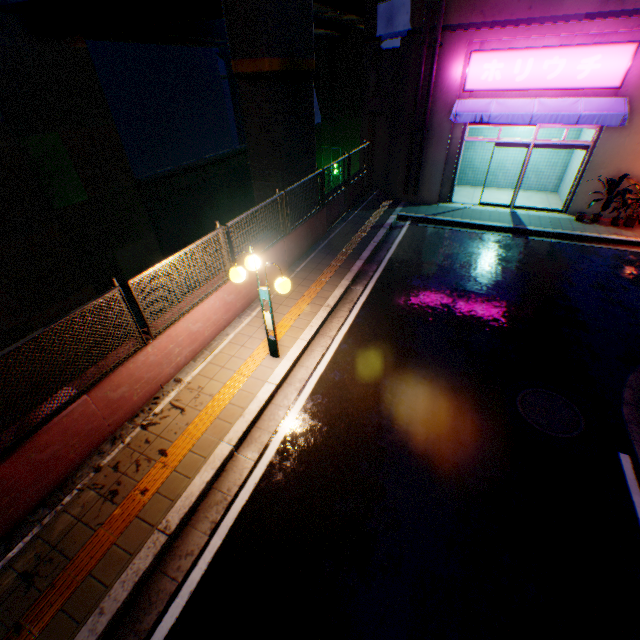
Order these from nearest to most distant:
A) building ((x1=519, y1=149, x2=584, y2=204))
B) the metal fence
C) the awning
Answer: the metal fence, the awning, building ((x1=519, y1=149, x2=584, y2=204))

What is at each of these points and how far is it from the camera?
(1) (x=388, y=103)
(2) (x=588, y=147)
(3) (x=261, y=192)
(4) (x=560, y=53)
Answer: (1) building, 13.3 meters
(2) door, 11.3 meters
(3) overpass support, 12.0 meters
(4) sign, 10.0 meters

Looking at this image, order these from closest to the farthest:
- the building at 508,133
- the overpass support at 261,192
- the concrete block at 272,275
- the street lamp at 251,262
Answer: the street lamp at 251,262
the concrete block at 272,275
the overpass support at 261,192
the building at 508,133

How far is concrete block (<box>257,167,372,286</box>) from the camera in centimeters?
870cm

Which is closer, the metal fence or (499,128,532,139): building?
the metal fence

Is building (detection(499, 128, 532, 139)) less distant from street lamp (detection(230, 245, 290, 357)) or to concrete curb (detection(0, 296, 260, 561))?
concrete curb (detection(0, 296, 260, 561))

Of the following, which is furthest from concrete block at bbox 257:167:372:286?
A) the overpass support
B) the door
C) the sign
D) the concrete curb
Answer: the sign

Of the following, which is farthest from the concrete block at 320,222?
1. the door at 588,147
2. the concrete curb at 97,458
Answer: the door at 588,147
